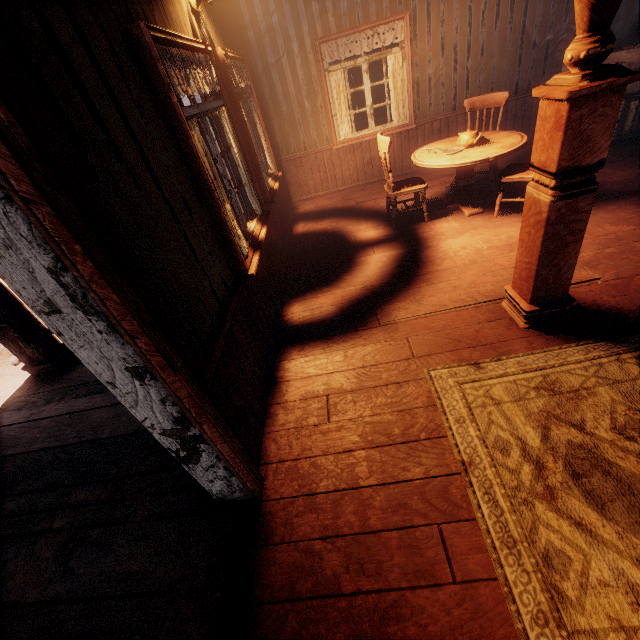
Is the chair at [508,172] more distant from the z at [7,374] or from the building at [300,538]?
the z at [7,374]

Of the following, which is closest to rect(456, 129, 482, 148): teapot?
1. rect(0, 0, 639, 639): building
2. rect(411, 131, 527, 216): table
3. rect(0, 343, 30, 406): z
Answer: rect(411, 131, 527, 216): table

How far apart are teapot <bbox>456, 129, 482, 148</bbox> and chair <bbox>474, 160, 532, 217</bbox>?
0.49m

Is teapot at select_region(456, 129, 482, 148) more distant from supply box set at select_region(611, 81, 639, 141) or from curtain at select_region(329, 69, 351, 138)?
curtain at select_region(329, 69, 351, 138)

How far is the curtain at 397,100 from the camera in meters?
5.5 m

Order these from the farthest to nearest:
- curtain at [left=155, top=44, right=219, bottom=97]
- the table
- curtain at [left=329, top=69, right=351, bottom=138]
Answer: curtain at [left=329, top=69, right=351, bottom=138] → the table → curtain at [left=155, top=44, right=219, bottom=97]

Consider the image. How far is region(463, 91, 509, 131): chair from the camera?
4.55m

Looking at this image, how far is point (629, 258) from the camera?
3.0 meters
